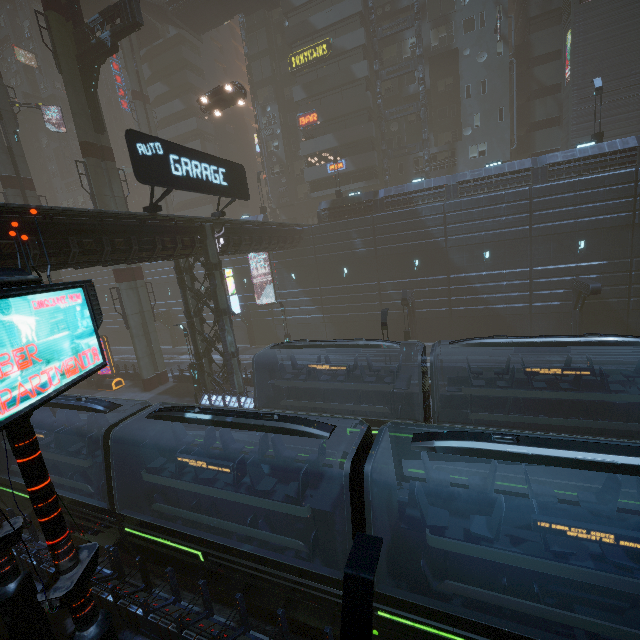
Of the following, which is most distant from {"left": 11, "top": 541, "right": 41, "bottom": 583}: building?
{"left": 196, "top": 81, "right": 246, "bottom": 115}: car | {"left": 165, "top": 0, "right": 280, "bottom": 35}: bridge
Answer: {"left": 196, "top": 81, "right": 246, "bottom": 115}: car

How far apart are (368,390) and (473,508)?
8.90m

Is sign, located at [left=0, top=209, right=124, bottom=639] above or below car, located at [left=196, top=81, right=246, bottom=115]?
below

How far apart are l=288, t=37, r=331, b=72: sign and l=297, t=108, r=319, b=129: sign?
4.3m

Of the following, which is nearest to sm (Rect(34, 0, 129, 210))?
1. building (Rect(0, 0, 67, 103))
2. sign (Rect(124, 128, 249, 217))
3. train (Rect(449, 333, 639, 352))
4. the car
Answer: building (Rect(0, 0, 67, 103))

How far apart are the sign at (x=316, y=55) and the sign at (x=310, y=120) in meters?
4.3

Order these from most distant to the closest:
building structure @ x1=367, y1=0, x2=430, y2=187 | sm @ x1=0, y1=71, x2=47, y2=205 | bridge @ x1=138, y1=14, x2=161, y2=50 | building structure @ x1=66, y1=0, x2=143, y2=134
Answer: bridge @ x1=138, y1=14, x2=161, y2=50
building structure @ x1=367, y1=0, x2=430, y2=187
sm @ x1=0, y1=71, x2=47, y2=205
building structure @ x1=66, y1=0, x2=143, y2=134

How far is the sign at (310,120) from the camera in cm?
3747
